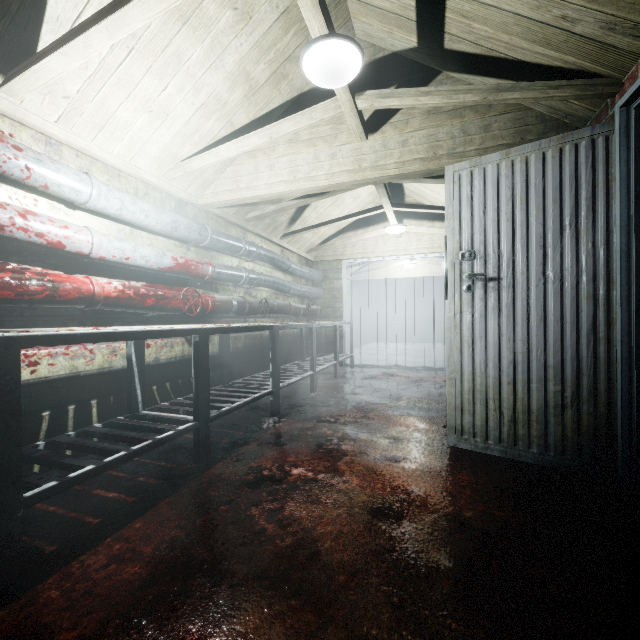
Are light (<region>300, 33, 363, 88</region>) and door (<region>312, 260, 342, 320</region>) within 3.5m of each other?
no

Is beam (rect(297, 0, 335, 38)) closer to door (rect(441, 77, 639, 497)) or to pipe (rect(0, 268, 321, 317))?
door (rect(441, 77, 639, 497))

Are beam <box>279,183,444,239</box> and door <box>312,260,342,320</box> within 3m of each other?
yes

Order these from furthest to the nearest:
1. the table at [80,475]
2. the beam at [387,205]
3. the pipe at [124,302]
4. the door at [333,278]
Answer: the door at [333,278] < the beam at [387,205] < the pipe at [124,302] < the table at [80,475]

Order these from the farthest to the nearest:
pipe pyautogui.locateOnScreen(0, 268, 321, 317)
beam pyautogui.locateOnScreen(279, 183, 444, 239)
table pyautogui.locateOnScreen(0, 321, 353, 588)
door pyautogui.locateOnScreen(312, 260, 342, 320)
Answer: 1. door pyautogui.locateOnScreen(312, 260, 342, 320)
2. beam pyautogui.locateOnScreen(279, 183, 444, 239)
3. pipe pyautogui.locateOnScreen(0, 268, 321, 317)
4. table pyautogui.locateOnScreen(0, 321, 353, 588)

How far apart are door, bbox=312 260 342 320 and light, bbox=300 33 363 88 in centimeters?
407cm

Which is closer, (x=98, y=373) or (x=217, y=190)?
(x=98, y=373)

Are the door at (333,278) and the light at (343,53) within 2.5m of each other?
no
